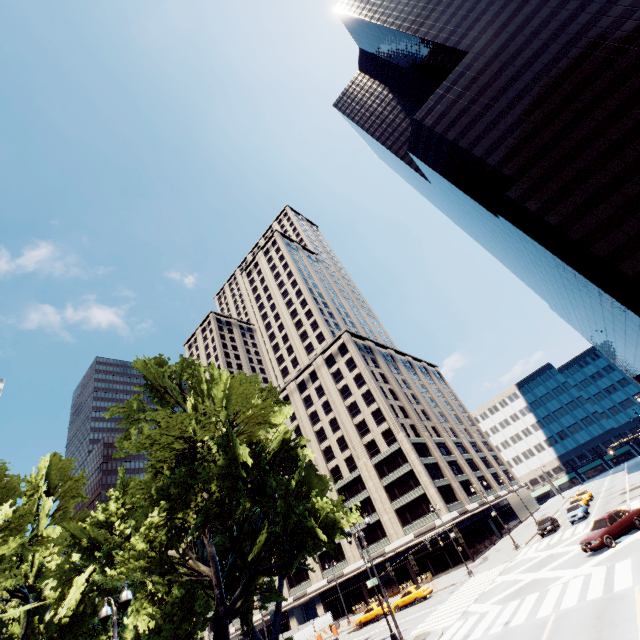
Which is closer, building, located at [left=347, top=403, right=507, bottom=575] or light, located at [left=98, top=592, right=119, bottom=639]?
light, located at [left=98, top=592, right=119, bottom=639]

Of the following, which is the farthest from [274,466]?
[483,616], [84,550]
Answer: [84,550]

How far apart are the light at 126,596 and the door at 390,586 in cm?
5238

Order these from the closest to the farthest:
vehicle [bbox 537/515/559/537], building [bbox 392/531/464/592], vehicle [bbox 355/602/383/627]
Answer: vehicle [bbox 537/515/559/537] < vehicle [bbox 355/602/383/627] < building [bbox 392/531/464/592]

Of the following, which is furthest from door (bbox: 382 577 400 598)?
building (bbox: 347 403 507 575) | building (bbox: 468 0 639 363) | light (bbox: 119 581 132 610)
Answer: light (bbox: 119 581 132 610)

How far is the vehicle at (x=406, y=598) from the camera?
35.62m

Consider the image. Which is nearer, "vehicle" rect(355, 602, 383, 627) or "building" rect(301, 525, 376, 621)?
"vehicle" rect(355, 602, 383, 627)

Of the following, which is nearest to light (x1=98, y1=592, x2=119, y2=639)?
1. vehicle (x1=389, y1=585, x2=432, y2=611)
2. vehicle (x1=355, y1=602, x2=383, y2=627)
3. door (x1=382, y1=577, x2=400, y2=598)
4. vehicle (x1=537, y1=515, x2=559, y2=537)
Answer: vehicle (x1=389, y1=585, x2=432, y2=611)
